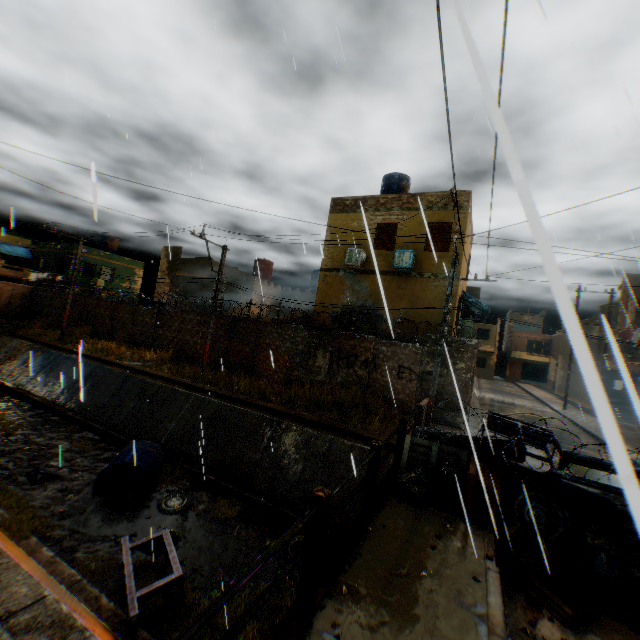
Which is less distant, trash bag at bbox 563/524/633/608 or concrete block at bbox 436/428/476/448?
trash bag at bbox 563/524/633/608

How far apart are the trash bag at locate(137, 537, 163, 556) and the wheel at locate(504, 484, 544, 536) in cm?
758

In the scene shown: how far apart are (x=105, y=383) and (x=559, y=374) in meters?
41.7

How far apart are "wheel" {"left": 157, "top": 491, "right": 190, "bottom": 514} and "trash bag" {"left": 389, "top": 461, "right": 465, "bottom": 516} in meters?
6.8 m

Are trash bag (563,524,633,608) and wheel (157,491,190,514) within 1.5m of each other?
no

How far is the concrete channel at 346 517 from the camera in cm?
876

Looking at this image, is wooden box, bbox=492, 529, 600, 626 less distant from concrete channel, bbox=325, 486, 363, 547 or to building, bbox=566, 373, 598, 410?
concrete channel, bbox=325, 486, 363, 547

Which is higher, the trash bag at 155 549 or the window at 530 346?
the window at 530 346
